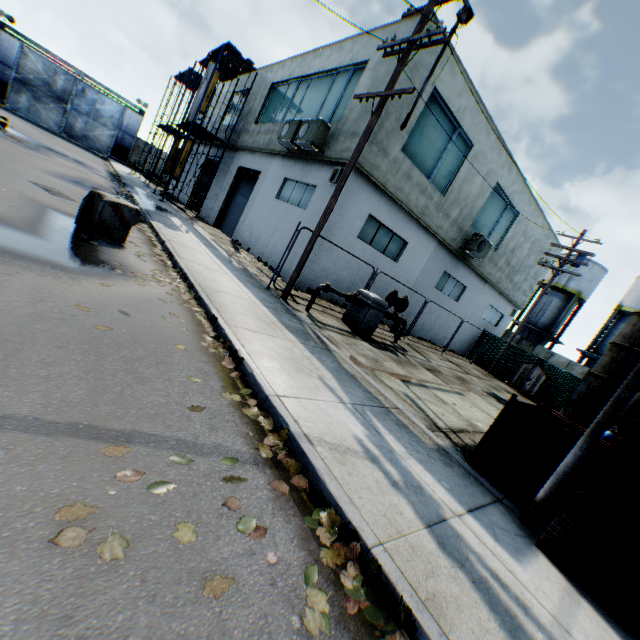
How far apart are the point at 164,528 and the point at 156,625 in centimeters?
50cm

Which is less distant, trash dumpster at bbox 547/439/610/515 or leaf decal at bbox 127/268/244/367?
trash dumpster at bbox 547/439/610/515

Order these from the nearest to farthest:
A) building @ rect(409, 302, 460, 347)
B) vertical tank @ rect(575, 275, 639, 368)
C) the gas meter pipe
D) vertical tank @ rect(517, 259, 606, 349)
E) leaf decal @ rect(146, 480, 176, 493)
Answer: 1. leaf decal @ rect(146, 480, 176, 493)
2. the gas meter pipe
3. building @ rect(409, 302, 460, 347)
4. vertical tank @ rect(575, 275, 639, 368)
5. vertical tank @ rect(517, 259, 606, 349)

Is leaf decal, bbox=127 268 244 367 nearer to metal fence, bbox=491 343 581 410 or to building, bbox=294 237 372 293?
metal fence, bbox=491 343 581 410

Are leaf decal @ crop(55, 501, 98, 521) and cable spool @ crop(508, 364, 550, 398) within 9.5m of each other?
no

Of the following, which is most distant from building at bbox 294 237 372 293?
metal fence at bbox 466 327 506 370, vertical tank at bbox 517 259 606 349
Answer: vertical tank at bbox 517 259 606 349

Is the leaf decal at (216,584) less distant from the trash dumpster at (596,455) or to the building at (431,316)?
the trash dumpster at (596,455)

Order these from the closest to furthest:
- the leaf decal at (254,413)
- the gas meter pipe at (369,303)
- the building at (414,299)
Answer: the leaf decal at (254,413) → the gas meter pipe at (369,303) → the building at (414,299)
